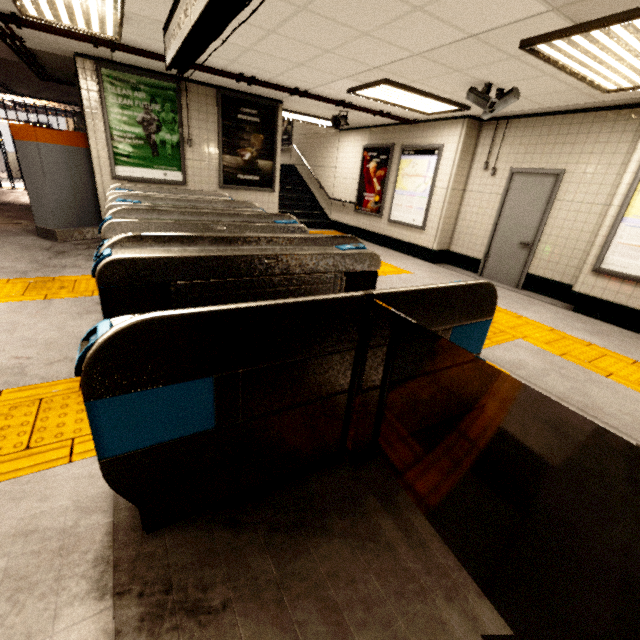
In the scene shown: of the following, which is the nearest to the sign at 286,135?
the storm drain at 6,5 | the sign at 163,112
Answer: the storm drain at 6,5

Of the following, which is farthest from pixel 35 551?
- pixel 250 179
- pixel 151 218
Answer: pixel 250 179

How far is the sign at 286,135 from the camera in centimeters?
1234cm

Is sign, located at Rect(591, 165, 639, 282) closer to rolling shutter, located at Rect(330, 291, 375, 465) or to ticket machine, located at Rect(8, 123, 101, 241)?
rolling shutter, located at Rect(330, 291, 375, 465)

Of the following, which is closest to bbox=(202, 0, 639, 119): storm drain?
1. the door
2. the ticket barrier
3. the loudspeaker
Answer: the loudspeaker

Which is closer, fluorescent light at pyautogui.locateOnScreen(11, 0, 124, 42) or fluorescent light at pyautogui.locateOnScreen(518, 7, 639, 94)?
fluorescent light at pyautogui.locateOnScreen(518, 7, 639, 94)

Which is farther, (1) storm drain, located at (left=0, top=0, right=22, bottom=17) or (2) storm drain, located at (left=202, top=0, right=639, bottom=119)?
(1) storm drain, located at (left=0, top=0, right=22, bottom=17)

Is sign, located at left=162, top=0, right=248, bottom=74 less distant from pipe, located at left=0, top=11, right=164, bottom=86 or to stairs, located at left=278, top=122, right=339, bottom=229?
pipe, located at left=0, top=11, right=164, bottom=86
